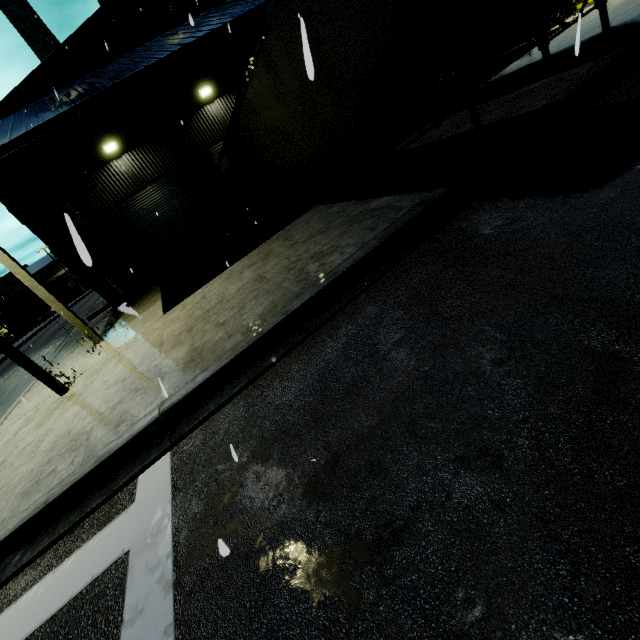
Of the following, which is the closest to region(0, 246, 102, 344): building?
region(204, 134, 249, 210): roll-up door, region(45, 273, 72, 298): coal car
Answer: region(204, 134, 249, 210): roll-up door

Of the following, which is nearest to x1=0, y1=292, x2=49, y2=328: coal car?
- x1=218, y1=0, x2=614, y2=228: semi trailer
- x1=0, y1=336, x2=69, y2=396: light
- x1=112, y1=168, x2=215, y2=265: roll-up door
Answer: x1=218, y1=0, x2=614, y2=228: semi trailer

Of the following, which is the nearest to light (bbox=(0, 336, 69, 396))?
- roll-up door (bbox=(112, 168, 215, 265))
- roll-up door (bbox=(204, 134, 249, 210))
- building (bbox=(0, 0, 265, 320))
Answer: building (bbox=(0, 0, 265, 320))

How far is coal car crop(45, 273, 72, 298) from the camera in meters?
56.1

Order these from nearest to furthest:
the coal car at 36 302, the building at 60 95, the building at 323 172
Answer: Answer:
the building at 60 95
the building at 323 172
the coal car at 36 302

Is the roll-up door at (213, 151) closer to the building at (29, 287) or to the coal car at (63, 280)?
the building at (29, 287)

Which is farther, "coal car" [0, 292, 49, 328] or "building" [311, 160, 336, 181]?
"coal car" [0, 292, 49, 328]

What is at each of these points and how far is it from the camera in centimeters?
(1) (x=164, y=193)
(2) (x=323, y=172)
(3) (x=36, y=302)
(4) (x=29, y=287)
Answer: (1) roll-up door, 1552cm
(2) building, 1831cm
(3) coal car, 5375cm
(4) building, 943cm
